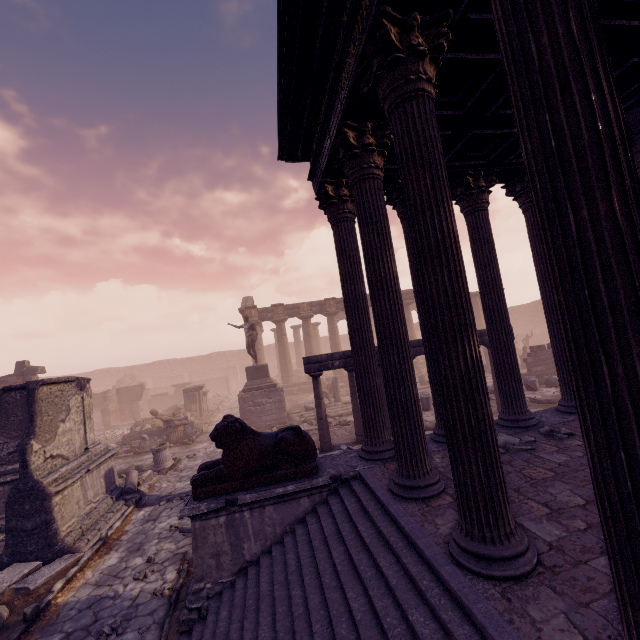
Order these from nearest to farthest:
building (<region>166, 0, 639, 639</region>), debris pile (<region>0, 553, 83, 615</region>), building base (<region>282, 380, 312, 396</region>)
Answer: building (<region>166, 0, 639, 639</region>) → debris pile (<region>0, 553, 83, 615</region>) → building base (<region>282, 380, 312, 396</region>)

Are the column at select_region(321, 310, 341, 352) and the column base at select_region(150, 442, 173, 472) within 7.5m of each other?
no

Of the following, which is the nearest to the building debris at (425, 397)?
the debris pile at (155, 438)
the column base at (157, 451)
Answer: the column base at (157, 451)

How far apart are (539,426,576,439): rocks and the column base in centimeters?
1250cm

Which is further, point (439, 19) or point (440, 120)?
point (440, 120)

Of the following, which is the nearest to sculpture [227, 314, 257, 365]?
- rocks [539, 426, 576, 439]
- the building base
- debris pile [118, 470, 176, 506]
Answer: debris pile [118, 470, 176, 506]

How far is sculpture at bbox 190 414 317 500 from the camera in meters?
4.9

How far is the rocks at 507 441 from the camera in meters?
5.0
